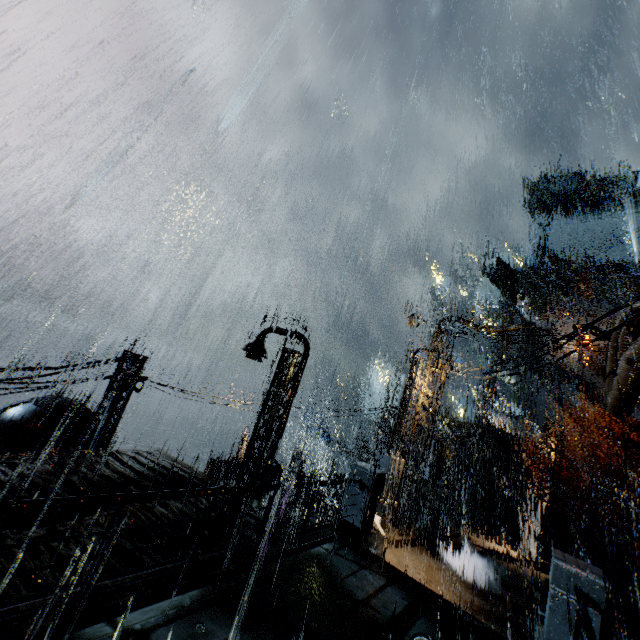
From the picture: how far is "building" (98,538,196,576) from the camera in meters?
5.8 m

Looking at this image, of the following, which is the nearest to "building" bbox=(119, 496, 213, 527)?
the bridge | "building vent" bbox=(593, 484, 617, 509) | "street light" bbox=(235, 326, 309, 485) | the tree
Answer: the bridge

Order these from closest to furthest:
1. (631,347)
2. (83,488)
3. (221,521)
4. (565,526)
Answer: (631,347) → (83,488) → (221,521) → (565,526)

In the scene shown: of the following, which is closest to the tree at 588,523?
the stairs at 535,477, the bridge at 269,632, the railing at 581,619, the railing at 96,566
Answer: the stairs at 535,477

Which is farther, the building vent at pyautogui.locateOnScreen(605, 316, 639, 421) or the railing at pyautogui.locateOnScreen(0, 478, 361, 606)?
the building vent at pyautogui.locateOnScreen(605, 316, 639, 421)

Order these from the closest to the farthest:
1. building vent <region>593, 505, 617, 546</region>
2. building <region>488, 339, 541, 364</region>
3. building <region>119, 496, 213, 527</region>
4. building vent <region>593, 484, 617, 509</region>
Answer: building <region>119, 496, 213, 527</region>, building vent <region>593, 505, 617, 546</region>, building vent <region>593, 484, 617, 509</region>, building <region>488, 339, 541, 364</region>

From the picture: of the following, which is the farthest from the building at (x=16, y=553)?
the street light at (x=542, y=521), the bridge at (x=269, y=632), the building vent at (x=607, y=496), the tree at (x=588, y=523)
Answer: the tree at (x=588, y=523)

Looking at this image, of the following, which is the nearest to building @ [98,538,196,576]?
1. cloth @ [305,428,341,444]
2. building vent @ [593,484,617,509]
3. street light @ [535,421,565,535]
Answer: building vent @ [593,484,617,509]
